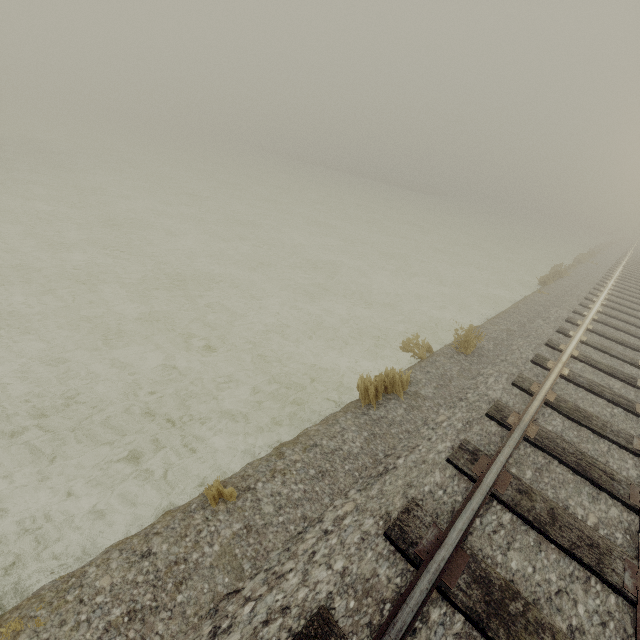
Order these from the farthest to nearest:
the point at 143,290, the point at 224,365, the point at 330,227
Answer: the point at 330,227 < the point at 143,290 < the point at 224,365
